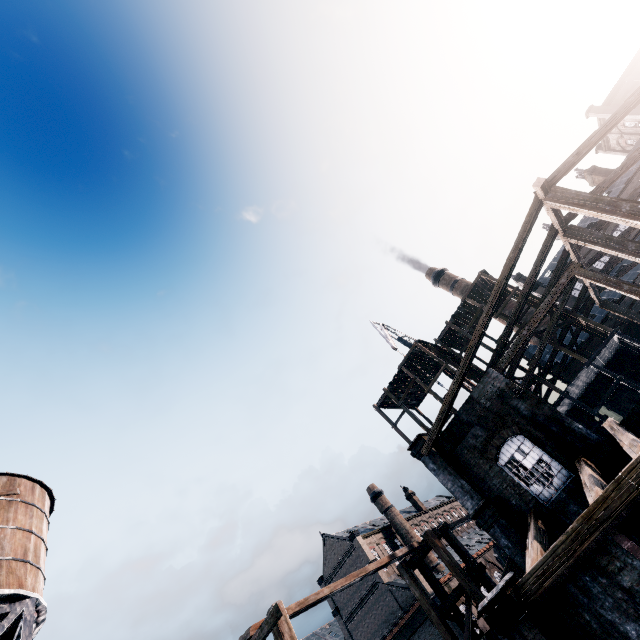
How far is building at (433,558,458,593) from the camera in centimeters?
3899cm

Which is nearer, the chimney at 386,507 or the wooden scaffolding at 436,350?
the wooden scaffolding at 436,350

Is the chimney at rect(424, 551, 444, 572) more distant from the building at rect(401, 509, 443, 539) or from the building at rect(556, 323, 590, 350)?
the building at rect(556, 323, 590, 350)

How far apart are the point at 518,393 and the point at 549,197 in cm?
1018

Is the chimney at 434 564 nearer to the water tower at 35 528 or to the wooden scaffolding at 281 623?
the wooden scaffolding at 281 623

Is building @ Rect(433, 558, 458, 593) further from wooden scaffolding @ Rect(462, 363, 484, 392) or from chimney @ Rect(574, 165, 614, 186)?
chimney @ Rect(574, 165, 614, 186)

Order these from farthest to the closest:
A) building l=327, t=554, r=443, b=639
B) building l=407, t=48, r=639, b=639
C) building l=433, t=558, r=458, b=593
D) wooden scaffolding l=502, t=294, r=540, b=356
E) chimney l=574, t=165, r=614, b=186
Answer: chimney l=574, t=165, r=614, b=186, building l=433, t=558, r=458, b=593, building l=327, t=554, r=443, b=639, wooden scaffolding l=502, t=294, r=540, b=356, building l=407, t=48, r=639, b=639
